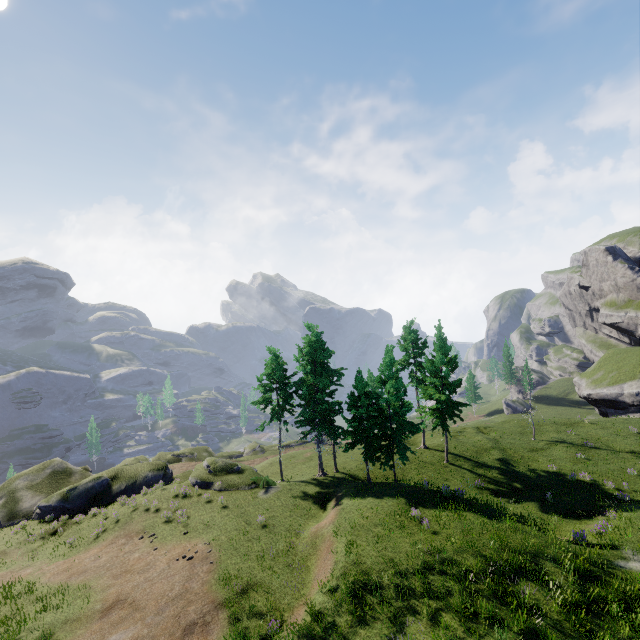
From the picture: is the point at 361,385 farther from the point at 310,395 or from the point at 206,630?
the point at 206,630
